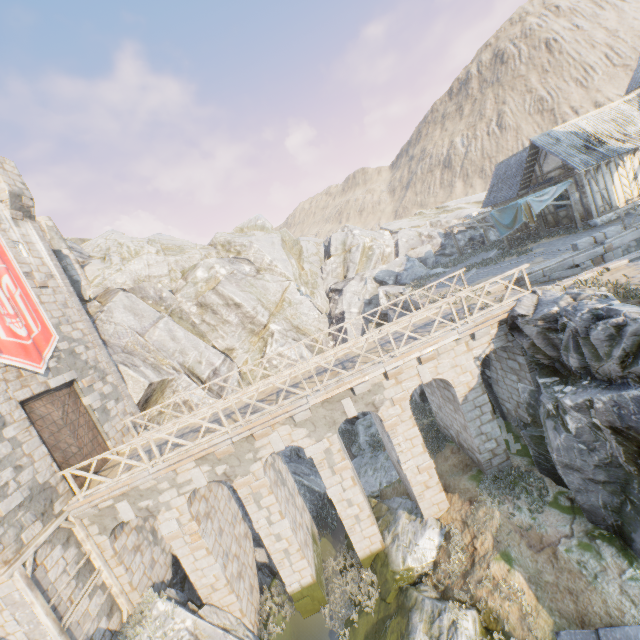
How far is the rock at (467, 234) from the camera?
30.66m

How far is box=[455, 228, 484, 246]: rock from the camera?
30.66m

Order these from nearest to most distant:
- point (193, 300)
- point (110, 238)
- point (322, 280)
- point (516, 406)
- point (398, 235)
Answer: point (516, 406), point (193, 300), point (110, 238), point (322, 280), point (398, 235)

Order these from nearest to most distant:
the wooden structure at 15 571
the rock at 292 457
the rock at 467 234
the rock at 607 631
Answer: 1. the rock at 607 631
2. the wooden structure at 15 571
3. the rock at 292 457
4. the rock at 467 234

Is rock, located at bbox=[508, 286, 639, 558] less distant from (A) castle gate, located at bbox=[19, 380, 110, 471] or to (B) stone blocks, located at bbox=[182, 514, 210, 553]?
(B) stone blocks, located at bbox=[182, 514, 210, 553]

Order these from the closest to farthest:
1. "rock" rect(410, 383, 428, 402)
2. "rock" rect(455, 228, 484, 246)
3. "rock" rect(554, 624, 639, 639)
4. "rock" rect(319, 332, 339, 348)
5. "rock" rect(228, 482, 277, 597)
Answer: "rock" rect(554, 624, 639, 639)
"rock" rect(228, 482, 277, 597)
"rock" rect(410, 383, 428, 402)
"rock" rect(319, 332, 339, 348)
"rock" rect(455, 228, 484, 246)

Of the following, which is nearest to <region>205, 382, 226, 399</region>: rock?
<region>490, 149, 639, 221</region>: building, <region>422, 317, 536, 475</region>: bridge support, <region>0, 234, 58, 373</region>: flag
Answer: <region>422, 317, 536, 475</region>: bridge support

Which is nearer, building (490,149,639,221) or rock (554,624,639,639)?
rock (554,624,639,639)
